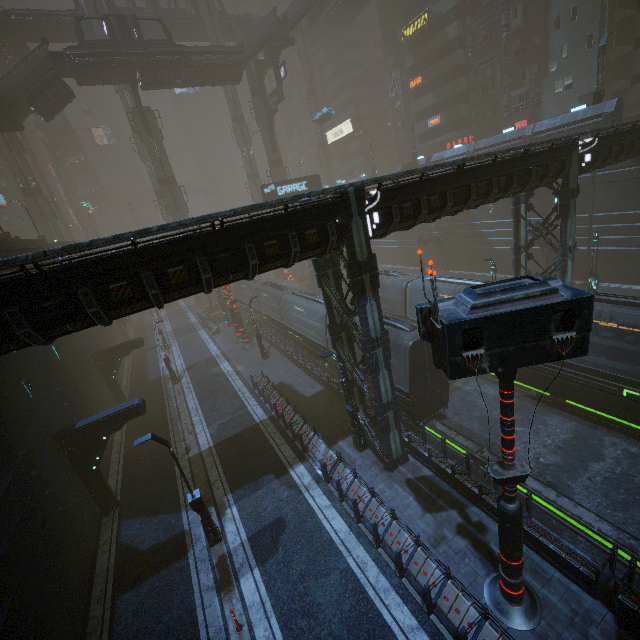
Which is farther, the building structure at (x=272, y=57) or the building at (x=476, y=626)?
the building structure at (x=272, y=57)

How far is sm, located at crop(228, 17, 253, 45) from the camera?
41.8m

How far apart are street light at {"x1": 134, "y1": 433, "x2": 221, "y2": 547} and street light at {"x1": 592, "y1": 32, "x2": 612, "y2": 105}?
38.2m

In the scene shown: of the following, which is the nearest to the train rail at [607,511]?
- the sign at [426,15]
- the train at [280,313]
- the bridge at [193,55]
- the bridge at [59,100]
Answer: the train at [280,313]

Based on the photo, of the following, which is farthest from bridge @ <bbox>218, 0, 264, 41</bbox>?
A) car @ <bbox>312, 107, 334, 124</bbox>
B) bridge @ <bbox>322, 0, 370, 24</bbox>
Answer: car @ <bbox>312, 107, 334, 124</bbox>

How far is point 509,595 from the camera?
8.9m

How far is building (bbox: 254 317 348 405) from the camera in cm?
2005

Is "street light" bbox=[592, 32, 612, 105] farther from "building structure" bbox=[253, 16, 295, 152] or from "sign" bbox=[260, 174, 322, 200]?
"building structure" bbox=[253, 16, 295, 152]
